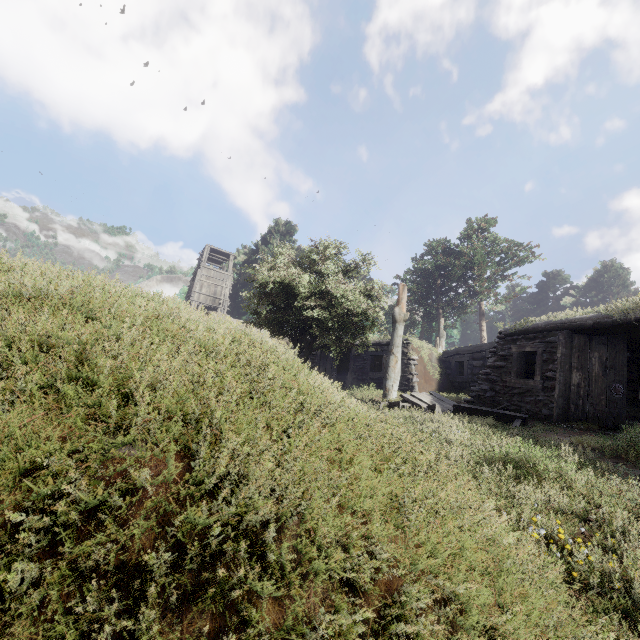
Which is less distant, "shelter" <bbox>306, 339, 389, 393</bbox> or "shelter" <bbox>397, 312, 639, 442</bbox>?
"shelter" <bbox>397, 312, 639, 442</bbox>

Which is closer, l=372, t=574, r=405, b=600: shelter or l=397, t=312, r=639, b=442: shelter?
l=372, t=574, r=405, b=600: shelter

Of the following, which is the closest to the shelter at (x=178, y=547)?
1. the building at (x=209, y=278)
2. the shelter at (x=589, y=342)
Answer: the shelter at (x=589, y=342)

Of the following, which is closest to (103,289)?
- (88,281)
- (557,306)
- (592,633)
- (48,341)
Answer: (88,281)

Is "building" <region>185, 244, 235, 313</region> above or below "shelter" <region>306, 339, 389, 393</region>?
above

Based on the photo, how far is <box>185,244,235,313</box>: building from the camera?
30.8m

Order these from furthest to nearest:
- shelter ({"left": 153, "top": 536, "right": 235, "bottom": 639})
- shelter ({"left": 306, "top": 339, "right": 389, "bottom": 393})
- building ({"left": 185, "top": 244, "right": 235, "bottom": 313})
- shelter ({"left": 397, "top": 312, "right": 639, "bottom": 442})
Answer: building ({"left": 185, "top": 244, "right": 235, "bottom": 313})
shelter ({"left": 306, "top": 339, "right": 389, "bottom": 393})
shelter ({"left": 397, "top": 312, "right": 639, "bottom": 442})
shelter ({"left": 153, "top": 536, "right": 235, "bottom": 639})
